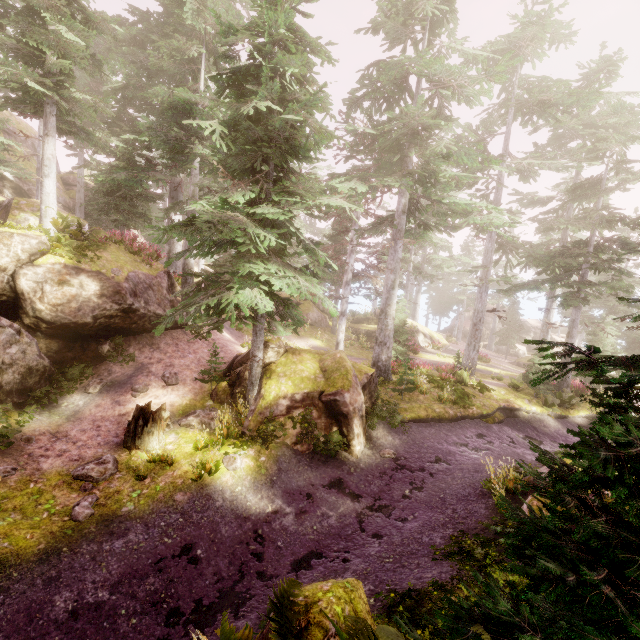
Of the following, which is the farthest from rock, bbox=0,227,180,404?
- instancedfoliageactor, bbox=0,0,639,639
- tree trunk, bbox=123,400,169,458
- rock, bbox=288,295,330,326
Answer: rock, bbox=288,295,330,326

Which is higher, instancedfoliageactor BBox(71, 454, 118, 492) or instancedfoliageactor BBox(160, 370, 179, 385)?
instancedfoliageactor BBox(160, 370, 179, 385)

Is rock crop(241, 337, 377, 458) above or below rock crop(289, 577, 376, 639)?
below

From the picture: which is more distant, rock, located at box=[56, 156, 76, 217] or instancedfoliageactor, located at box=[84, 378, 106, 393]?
rock, located at box=[56, 156, 76, 217]

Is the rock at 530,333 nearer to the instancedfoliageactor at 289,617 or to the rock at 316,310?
the instancedfoliageactor at 289,617

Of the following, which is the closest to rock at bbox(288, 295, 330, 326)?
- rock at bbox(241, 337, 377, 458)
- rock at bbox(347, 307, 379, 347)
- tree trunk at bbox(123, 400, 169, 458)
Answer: rock at bbox(347, 307, 379, 347)

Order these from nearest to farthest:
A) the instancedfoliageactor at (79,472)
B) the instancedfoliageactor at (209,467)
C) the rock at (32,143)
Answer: the instancedfoliageactor at (79,472) < the instancedfoliageactor at (209,467) < the rock at (32,143)

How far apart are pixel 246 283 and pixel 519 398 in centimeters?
1746cm
